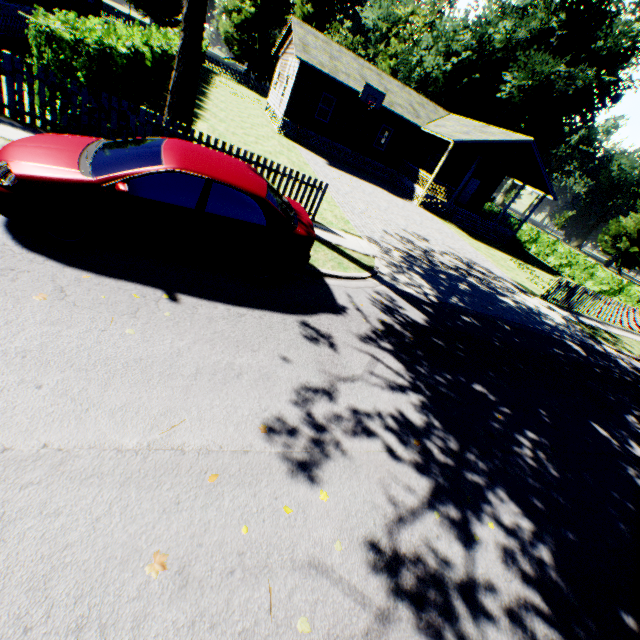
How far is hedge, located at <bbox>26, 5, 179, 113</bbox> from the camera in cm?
A: 670

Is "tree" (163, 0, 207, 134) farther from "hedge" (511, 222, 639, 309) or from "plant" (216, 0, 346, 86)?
"hedge" (511, 222, 639, 309)

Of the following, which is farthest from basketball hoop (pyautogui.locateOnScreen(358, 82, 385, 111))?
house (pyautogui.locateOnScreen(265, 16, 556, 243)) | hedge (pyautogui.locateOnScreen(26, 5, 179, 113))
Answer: hedge (pyautogui.locateOnScreen(26, 5, 179, 113))

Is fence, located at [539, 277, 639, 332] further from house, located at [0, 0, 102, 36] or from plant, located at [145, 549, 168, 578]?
house, located at [0, 0, 102, 36]

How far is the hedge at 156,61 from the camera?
6.7m

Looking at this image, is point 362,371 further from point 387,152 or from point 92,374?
point 387,152

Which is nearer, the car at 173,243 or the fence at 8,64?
the car at 173,243

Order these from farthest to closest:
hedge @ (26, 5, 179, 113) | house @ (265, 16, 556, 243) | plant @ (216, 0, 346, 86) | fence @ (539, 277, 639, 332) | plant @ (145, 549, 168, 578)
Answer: plant @ (216, 0, 346, 86)
house @ (265, 16, 556, 243)
fence @ (539, 277, 639, 332)
hedge @ (26, 5, 179, 113)
plant @ (145, 549, 168, 578)
